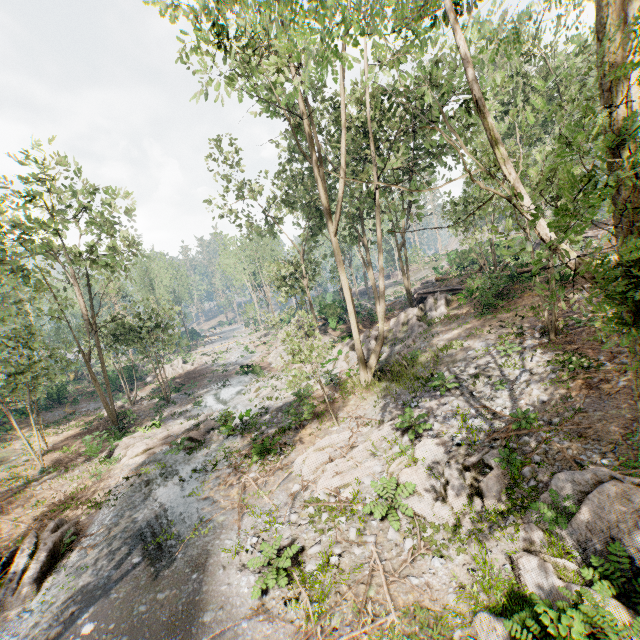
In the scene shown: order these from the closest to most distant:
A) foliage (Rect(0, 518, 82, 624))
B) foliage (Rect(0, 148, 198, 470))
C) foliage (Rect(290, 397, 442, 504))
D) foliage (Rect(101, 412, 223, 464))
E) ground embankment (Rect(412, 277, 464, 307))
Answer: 1. foliage (Rect(0, 518, 82, 624))
2. foliage (Rect(290, 397, 442, 504))
3. foliage (Rect(0, 148, 198, 470))
4. foliage (Rect(101, 412, 223, 464))
5. ground embankment (Rect(412, 277, 464, 307))

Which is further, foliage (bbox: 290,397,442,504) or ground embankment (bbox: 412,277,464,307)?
ground embankment (bbox: 412,277,464,307)

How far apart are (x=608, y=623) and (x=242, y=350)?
42.6m

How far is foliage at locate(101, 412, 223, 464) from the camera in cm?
1877

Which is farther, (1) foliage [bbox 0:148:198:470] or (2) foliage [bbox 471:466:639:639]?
(1) foliage [bbox 0:148:198:470]

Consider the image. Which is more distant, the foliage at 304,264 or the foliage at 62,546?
the foliage at 62,546

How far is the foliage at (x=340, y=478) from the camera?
11.6m
